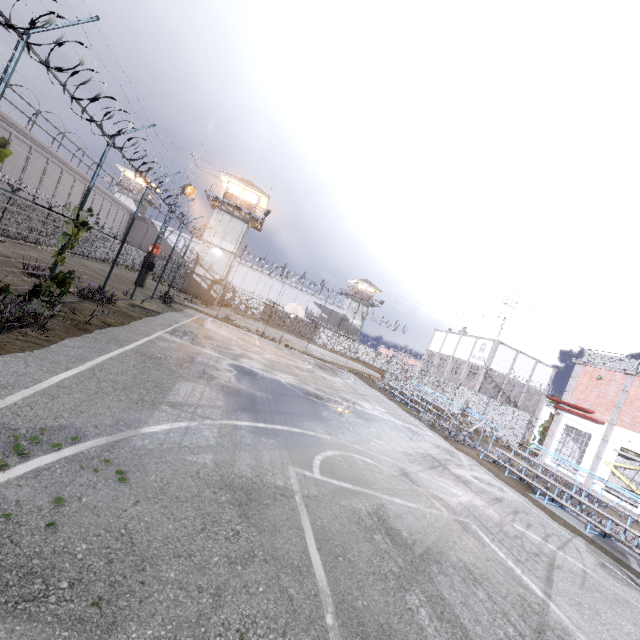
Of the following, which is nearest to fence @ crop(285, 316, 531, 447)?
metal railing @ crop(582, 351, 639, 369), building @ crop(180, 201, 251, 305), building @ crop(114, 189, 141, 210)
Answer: metal railing @ crop(582, 351, 639, 369)

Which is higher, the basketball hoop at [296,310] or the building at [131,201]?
the building at [131,201]

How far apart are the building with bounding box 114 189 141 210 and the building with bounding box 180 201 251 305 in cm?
2362

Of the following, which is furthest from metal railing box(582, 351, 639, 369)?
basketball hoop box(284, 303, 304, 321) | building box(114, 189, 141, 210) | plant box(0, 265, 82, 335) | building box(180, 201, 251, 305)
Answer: building box(114, 189, 141, 210)

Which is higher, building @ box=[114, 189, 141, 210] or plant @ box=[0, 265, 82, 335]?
building @ box=[114, 189, 141, 210]

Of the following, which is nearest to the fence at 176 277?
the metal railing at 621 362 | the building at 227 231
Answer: the metal railing at 621 362

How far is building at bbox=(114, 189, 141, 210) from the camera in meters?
52.2

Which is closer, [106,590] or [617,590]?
[106,590]
